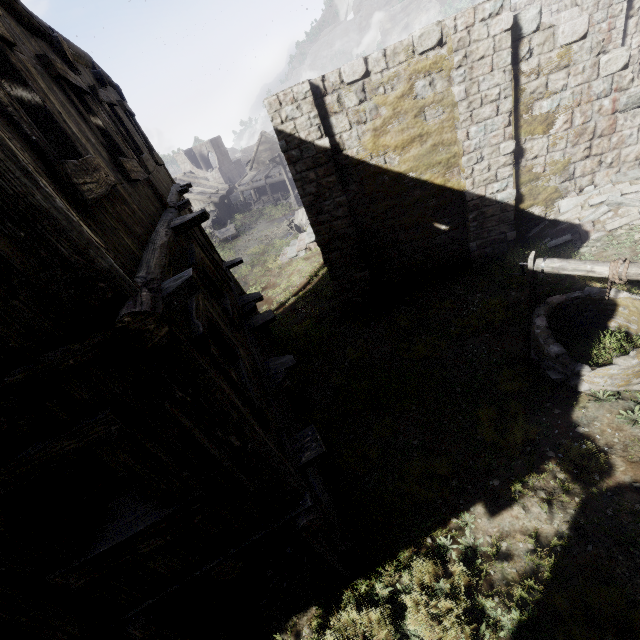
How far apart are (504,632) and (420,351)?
6.0m

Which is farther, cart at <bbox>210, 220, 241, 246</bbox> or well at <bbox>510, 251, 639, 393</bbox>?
cart at <bbox>210, 220, 241, 246</bbox>

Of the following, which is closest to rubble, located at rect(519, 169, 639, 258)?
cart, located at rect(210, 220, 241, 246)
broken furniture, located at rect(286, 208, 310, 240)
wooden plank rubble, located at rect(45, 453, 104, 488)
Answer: wooden plank rubble, located at rect(45, 453, 104, 488)

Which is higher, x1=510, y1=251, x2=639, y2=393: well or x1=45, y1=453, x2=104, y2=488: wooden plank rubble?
x1=45, y1=453, x2=104, y2=488: wooden plank rubble

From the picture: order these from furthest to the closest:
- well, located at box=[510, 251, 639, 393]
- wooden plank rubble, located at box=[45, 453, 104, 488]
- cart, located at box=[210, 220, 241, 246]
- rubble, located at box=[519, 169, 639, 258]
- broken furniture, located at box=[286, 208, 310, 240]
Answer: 1. cart, located at box=[210, 220, 241, 246]
2. broken furniture, located at box=[286, 208, 310, 240]
3. rubble, located at box=[519, 169, 639, 258]
4. well, located at box=[510, 251, 639, 393]
5. wooden plank rubble, located at box=[45, 453, 104, 488]

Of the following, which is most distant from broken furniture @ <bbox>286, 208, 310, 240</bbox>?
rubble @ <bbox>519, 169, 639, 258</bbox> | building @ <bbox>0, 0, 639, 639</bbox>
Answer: rubble @ <bbox>519, 169, 639, 258</bbox>

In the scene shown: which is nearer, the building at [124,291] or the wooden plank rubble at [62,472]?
the building at [124,291]

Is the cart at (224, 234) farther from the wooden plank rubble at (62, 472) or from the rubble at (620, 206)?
the wooden plank rubble at (62, 472)
